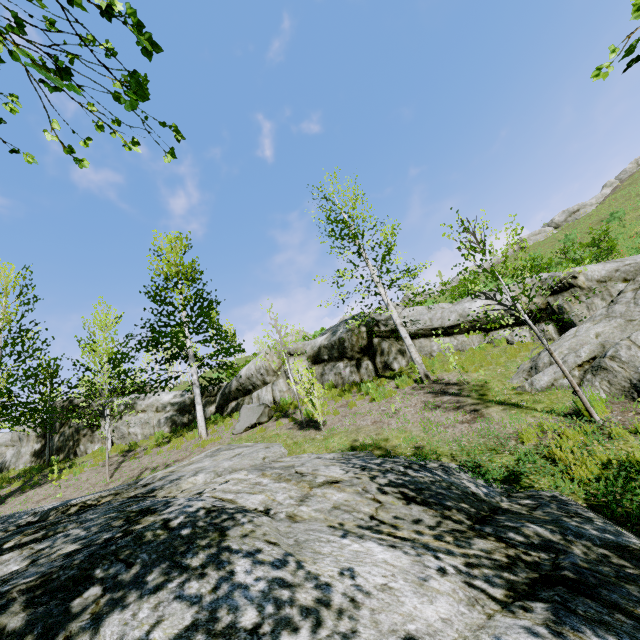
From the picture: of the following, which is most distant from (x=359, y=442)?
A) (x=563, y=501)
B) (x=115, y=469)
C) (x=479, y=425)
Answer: (x=115, y=469)

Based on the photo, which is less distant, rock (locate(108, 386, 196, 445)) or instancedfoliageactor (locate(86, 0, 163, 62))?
instancedfoliageactor (locate(86, 0, 163, 62))

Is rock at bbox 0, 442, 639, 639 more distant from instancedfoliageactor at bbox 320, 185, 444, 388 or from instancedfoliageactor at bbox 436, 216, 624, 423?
instancedfoliageactor at bbox 320, 185, 444, 388

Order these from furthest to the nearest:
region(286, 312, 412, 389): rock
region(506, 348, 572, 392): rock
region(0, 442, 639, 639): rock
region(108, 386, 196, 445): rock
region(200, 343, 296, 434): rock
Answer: region(108, 386, 196, 445): rock
region(286, 312, 412, 389): rock
region(200, 343, 296, 434): rock
region(506, 348, 572, 392): rock
region(0, 442, 639, 639): rock

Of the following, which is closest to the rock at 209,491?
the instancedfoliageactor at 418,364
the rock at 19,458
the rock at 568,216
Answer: the instancedfoliageactor at 418,364

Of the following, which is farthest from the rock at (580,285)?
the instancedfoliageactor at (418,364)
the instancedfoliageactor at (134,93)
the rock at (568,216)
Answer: the rock at (568,216)

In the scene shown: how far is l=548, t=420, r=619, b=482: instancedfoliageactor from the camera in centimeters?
401cm

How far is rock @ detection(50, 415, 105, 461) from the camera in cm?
1750
